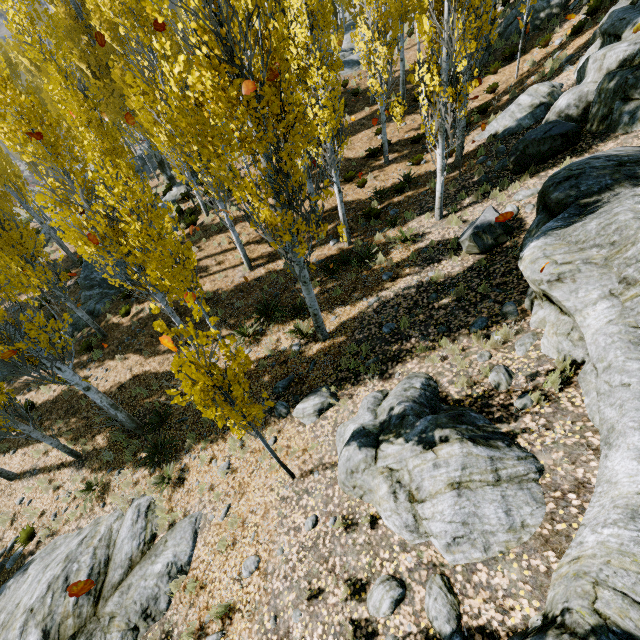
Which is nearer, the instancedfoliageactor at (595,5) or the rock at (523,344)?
the rock at (523,344)

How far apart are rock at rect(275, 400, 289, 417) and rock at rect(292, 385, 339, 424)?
0.2 meters

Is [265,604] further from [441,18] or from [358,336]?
[441,18]

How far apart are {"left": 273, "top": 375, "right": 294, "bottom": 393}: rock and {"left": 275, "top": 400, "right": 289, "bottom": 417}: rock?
0.29m

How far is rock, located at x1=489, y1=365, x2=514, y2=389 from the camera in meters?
5.5

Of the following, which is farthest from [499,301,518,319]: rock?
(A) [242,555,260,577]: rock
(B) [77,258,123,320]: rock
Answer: (B) [77,258,123,320]: rock

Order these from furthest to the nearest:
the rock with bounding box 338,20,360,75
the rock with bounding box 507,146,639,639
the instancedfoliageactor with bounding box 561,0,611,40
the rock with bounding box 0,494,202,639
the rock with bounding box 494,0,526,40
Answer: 1. the rock with bounding box 338,20,360,75
2. the rock with bounding box 494,0,526,40
3. the instancedfoliageactor with bounding box 561,0,611,40
4. the rock with bounding box 0,494,202,639
5. the rock with bounding box 507,146,639,639

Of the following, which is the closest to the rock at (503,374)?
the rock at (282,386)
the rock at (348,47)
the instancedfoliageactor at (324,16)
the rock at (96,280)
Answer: the instancedfoliageactor at (324,16)
